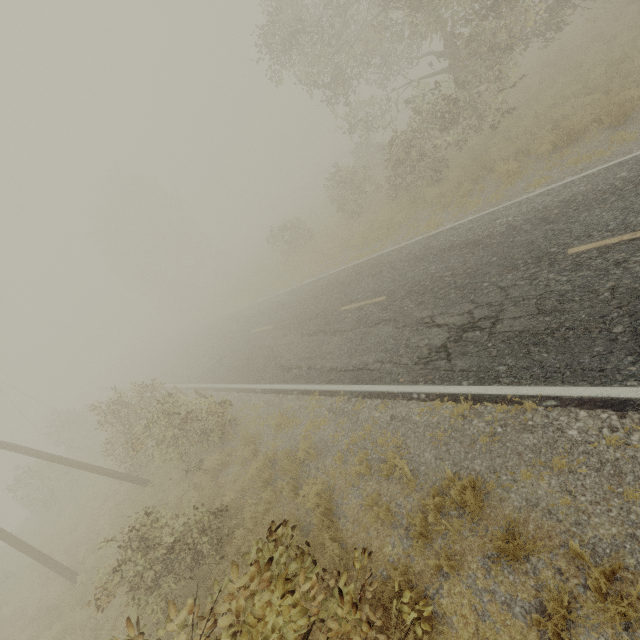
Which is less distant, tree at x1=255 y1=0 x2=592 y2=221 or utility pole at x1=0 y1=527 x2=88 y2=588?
utility pole at x1=0 y1=527 x2=88 y2=588

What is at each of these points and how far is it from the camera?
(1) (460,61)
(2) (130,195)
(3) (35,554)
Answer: (1) tree, 14.77m
(2) tree, 46.44m
(3) utility pole, 10.85m

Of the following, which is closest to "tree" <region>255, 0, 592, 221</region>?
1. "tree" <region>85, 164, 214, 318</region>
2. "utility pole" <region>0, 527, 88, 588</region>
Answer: "utility pole" <region>0, 527, 88, 588</region>

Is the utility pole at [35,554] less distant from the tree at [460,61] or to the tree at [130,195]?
the tree at [460,61]

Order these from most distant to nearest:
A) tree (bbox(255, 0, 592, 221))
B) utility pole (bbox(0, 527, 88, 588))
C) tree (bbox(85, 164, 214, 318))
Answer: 1. tree (bbox(85, 164, 214, 318))
2. tree (bbox(255, 0, 592, 221))
3. utility pole (bbox(0, 527, 88, 588))
